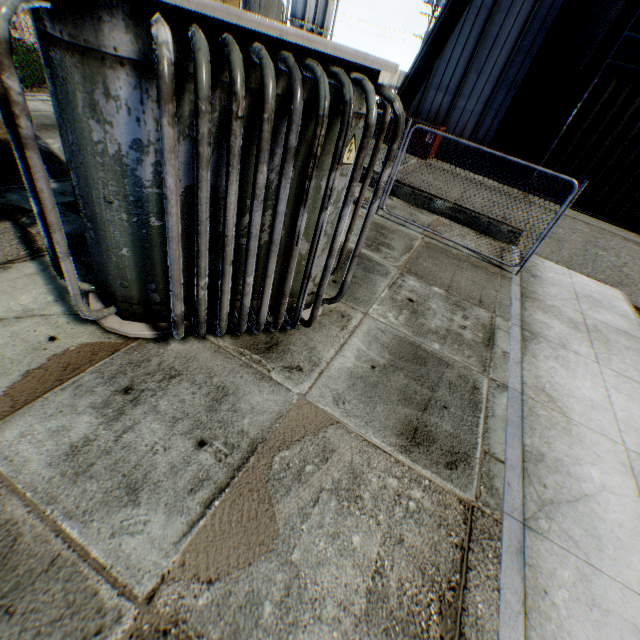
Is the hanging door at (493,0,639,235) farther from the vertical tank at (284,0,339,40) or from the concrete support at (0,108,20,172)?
the vertical tank at (284,0,339,40)

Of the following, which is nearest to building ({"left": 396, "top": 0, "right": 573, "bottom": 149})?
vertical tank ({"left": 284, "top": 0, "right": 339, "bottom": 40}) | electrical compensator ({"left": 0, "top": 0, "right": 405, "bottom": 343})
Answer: electrical compensator ({"left": 0, "top": 0, "right": 405, "bottom": 343})

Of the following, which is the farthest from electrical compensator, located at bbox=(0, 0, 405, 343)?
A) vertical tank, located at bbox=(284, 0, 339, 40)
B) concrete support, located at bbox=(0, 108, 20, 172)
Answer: vertical tank, located at bbox=(284, 0, 339, 40)

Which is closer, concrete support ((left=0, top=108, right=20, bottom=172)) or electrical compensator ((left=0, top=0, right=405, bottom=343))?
electrical compensator ((left=0, top=0, right=405, bottom=343))

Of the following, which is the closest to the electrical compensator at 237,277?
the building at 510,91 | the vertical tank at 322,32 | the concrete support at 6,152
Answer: the concrete support at 6,152

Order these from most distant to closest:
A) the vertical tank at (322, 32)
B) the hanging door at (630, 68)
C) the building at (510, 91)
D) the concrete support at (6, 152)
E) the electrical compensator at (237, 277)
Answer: the vertical tank at (322, 32) < the building at (510, 91) < the hanging door at (630, 68) < the concrete support at (6, 152) < the electrical compensator at (237, 277)

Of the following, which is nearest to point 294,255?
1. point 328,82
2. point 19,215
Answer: point 328,82

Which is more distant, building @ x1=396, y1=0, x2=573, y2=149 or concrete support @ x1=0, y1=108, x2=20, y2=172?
building @ x1=396, y1=0, x2=573, y2=149
